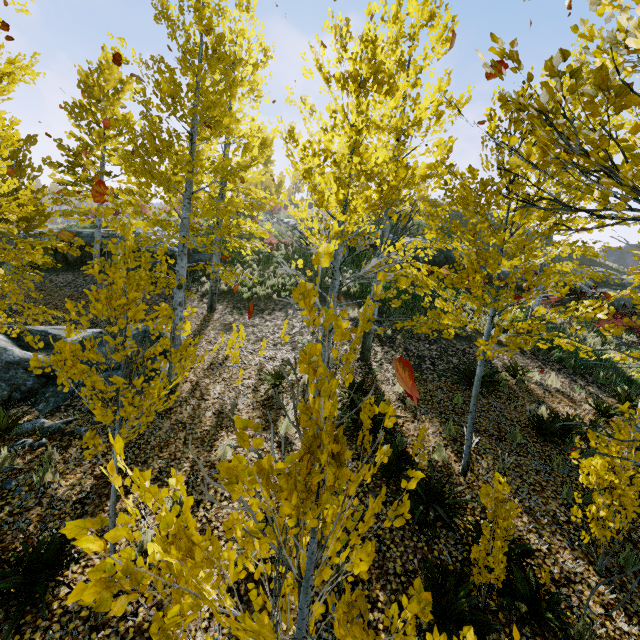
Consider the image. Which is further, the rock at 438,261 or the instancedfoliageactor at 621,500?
the rock at 438,261

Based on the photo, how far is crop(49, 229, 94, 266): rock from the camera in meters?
16.6

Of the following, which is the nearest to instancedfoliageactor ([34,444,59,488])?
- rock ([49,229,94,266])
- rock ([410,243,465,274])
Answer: rock ([49,229,94,266])

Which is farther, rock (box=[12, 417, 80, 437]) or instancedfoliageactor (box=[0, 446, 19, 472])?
rock (box=[12, 417, 80, 437])

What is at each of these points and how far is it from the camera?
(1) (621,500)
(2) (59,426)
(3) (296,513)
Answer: (1) instancedfoliageactor, 4.3m
(2) rock, 6.5m
(3) instancedfoliageactor, 1.4m

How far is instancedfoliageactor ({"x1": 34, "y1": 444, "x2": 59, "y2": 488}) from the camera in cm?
525

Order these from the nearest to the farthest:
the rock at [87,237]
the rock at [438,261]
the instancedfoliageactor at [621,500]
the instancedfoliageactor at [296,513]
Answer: the instancedfoliageactor at [296,513] < the instancedfoliageactor at [621,500] < the rock at [87,237] < the rock at [438,261]

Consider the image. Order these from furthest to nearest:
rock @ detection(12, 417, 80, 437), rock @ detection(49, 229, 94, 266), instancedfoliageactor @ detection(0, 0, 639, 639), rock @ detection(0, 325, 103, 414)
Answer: rock @ detection(49, 229, 94, 266), rock @ detection(0, 325, 103, 414), rock @ detection(12, 417, 80, 437), instancedfoliageactor @ detection(0, 0, 639, 639)
